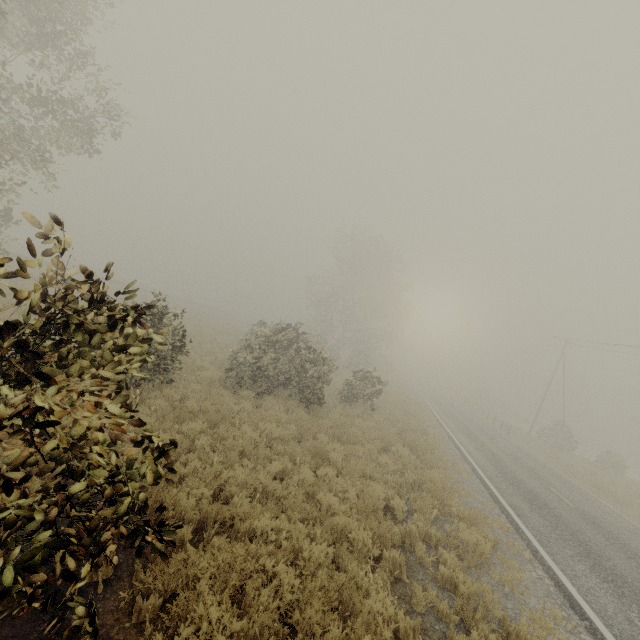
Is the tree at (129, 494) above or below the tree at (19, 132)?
below

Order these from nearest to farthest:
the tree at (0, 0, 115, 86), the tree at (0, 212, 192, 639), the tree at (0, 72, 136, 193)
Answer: the tree at (0, 212, 192, 639), the tree at (0, 0, 115, 86), the tree at (0, 72, 136, 193)

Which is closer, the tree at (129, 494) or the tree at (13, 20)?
the tree at (129, 494)

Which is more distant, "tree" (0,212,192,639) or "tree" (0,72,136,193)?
"tree" (0,72,136,193)

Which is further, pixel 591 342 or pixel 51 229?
pixel 591 342

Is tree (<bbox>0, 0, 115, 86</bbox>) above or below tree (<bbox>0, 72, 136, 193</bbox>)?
above

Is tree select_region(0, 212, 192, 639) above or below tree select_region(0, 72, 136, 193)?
below
